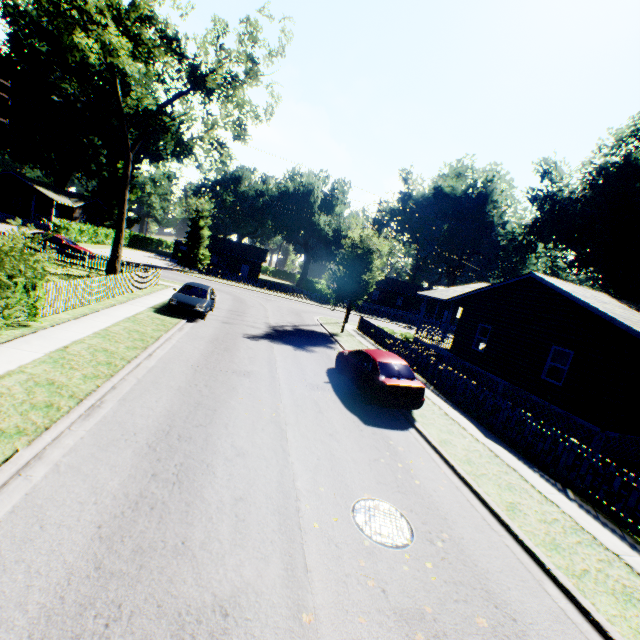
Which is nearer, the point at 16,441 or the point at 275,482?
the point at 16,441

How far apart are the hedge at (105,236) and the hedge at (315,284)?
31.1m

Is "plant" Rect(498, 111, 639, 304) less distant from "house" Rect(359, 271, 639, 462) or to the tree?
"house" Rect(359, 271, 639, 462)

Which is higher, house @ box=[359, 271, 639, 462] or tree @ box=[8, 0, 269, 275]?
tree @ box=[8, 0, 269, 275]

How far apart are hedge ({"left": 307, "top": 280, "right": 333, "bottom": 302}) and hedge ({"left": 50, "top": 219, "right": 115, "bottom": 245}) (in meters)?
31.05

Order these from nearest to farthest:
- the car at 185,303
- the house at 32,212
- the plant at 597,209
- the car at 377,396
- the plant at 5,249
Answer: the plant at 5,249 → the car at 377,396 → the car at 185,303 → the plant at 597,209 → the house at 32,212

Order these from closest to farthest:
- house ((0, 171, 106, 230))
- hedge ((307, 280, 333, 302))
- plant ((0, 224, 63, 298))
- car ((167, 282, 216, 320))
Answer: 1. plant ((0, 224, 63, 298))
2. car ((167, 282, 216, 320))
3. house ((0, 171, 106, 230))
4. hedge ((307, 280, 333, 302))

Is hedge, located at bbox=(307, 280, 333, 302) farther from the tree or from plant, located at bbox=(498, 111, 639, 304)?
plant, located at bbox=(498, 111, 639, 304)
